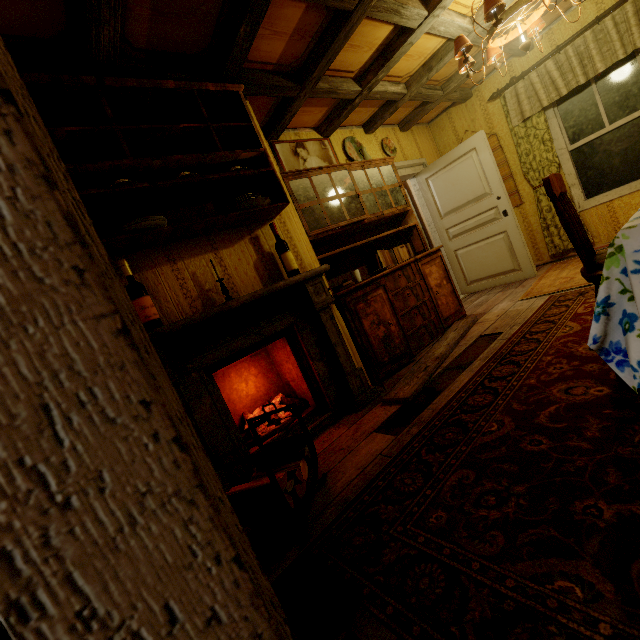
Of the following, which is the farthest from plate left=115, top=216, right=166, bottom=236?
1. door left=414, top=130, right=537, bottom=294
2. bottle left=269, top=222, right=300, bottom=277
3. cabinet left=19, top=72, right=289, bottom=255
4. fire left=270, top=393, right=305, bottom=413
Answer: door left=414, top=130, right=537, bottom=294

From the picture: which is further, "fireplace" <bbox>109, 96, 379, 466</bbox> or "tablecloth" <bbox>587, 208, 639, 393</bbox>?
"fireplace" <bbox>109, 96, 379, 466</bbox>

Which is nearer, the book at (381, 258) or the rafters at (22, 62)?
the rafters at (22, 62)

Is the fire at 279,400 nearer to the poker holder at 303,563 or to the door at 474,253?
the poker holder at 303,563

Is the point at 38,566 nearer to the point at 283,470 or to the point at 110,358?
the point at 110,358

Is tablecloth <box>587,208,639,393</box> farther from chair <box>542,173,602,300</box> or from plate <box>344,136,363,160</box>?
plate <box>344,136,363,160</box>

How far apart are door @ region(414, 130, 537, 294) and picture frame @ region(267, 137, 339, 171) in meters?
1.6

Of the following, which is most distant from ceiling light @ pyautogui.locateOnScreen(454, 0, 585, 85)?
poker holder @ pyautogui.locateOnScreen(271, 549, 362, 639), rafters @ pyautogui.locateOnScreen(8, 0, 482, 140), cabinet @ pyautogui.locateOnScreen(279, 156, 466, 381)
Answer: poker holder @ pyautogui.locateOnScreen(271, 549, 362, 639)
